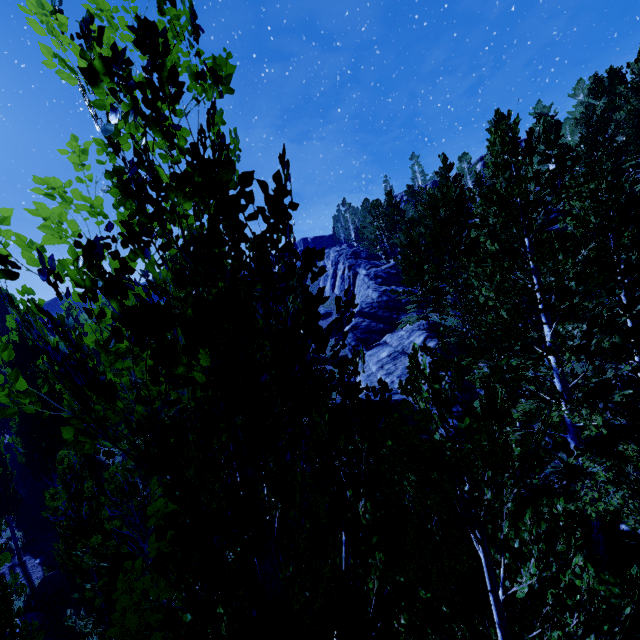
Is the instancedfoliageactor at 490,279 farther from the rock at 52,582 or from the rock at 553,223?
the rock at 52,582

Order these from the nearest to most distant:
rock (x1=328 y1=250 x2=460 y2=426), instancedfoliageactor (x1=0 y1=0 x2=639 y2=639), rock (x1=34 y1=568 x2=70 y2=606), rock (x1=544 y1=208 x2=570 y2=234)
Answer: instancedfoliageactor (x1=0 y1=0 x2=639 y2=639) → rock (x1=34 y1=568 x2=70 y2=606) → rock (x1=544 y1=208 x2=570 y2=234) → rock (x1=328 y1=250 x2=460 y2=426)

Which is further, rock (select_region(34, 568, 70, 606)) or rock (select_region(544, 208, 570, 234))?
rock (select_region(544, 208, 570, 234))

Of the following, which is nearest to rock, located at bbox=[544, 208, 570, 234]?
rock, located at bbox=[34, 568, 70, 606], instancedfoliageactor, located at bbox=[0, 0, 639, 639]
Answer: instancedfoliageactor, located at bbox=[0, 0, 639, 639]

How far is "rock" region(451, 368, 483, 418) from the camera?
14.5 meters

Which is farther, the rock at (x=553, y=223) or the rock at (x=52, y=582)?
the rock at (x=553, y=223)

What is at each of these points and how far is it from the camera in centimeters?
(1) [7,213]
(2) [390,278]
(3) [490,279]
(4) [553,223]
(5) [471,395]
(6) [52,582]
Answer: (1) instancedfoliageactor, 149cm
(2) rock, 4116cm
(3) instancedfoliageactor, 819cm
(4) rock, 2484cm
(5) rock, 1576cm
(6) rock, 1365cm
